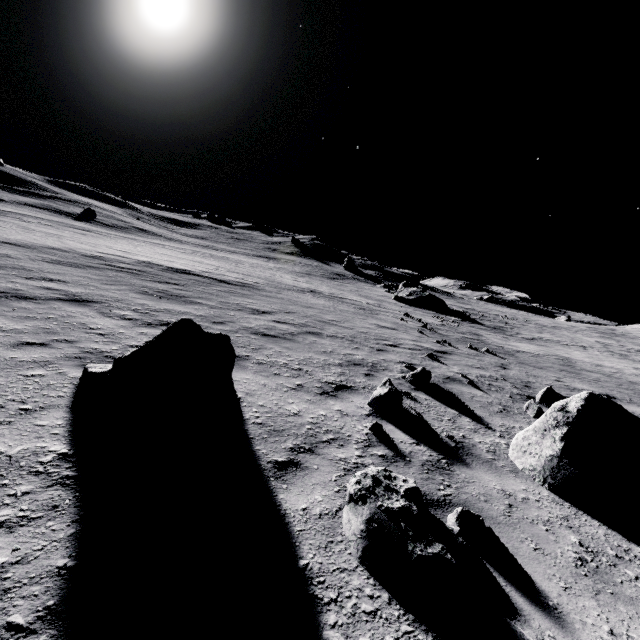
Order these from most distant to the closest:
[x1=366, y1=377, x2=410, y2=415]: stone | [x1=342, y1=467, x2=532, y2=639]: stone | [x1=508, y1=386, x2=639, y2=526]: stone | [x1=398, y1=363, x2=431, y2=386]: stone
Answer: [x1=398, y1=363, x2=431, y2=386]: stone
[x1=366, y1=377, x2=410, y2=415]: stone
[x1=508, y1=386, x2=639, y2=526]: stone
[x1=342, y1=467, x2=532, y2=639]: stone

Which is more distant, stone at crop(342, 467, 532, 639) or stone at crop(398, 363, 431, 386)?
stone at crop(398, 363, 431, 386)

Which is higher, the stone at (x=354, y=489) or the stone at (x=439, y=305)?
the stone at (x=439, y=305)

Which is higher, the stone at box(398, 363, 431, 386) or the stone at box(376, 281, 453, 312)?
the stone at box(376, 281, 453, 312)

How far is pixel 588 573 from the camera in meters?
Result: 2.8

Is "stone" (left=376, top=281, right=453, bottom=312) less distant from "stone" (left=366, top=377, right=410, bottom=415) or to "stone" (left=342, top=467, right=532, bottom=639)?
"stone" (left=366, top=377, right=410, bottom=415)

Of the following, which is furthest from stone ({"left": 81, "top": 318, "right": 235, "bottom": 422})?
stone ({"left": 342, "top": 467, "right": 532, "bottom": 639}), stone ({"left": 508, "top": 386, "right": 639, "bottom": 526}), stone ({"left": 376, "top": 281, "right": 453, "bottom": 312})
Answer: stone ({"left": 376, "top": 281, "right": 453, "bottom": 312})

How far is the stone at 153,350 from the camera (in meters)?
3.21
